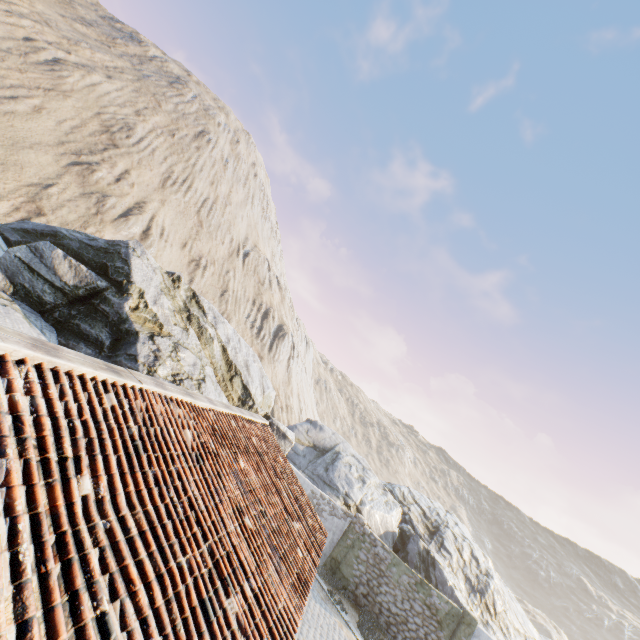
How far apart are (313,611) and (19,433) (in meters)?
14.51

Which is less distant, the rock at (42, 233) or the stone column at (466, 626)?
the rock at (42, 233)

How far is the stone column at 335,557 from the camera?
16.4m

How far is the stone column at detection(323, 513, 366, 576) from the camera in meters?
16.4

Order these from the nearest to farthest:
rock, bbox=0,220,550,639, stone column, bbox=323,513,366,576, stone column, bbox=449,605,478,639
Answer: rock, bbox=0,220,550,639 → stone column, bbox=449,605,478,639 → stone column, bbox=323,513,366,576

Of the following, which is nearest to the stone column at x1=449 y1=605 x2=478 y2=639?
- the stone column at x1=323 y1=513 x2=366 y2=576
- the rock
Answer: the rock

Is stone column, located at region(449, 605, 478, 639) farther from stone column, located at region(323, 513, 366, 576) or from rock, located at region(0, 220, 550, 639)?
stone column, located at region(323, 513, 366, 576)

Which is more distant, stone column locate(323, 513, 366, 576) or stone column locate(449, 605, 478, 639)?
stone column locate(323, 513, 366, 576)
